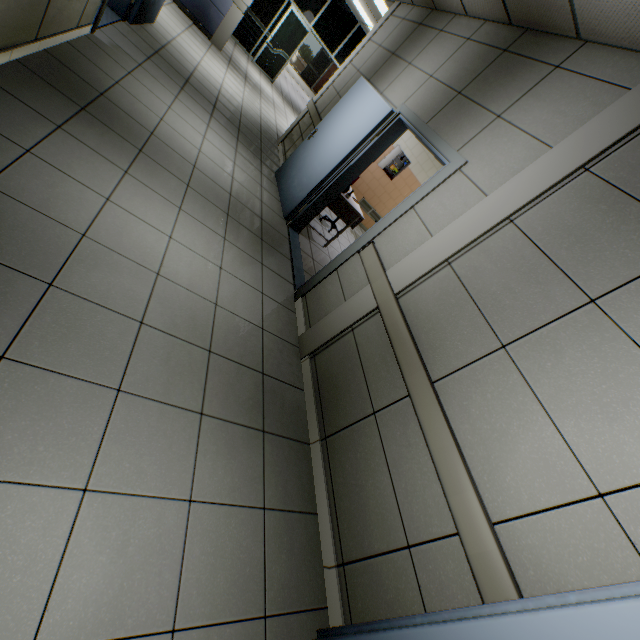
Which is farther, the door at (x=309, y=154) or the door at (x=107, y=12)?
the door at (x=107, y=12)

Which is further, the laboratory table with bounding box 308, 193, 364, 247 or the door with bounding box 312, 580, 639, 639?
the laboratory table with bounding box 308, 193, 364, 247

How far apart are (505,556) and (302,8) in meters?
14.0 m

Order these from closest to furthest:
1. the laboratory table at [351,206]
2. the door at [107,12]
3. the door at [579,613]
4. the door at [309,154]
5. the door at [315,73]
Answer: the door at [579,613] < the door at [309,154] < the door at [107,12] < the laboratory table at [351,206] < the door at [315,73]

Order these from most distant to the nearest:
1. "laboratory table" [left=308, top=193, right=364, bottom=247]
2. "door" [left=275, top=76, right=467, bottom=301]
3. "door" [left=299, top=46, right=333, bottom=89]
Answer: "door" [left=299, top=46, right=333, bottom=89] → "laboratory table" [left=308, top=193, right=364, bottom=247] → "door" [left=275, top=76, right=467, bottom=301]

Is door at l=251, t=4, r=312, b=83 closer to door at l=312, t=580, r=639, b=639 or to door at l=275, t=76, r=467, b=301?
door at l=275, t=76, r=467, b=301

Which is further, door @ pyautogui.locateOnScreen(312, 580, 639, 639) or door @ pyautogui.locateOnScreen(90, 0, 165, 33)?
door @ pyautogui.locateOnScreen(90, 0, 165, 33)

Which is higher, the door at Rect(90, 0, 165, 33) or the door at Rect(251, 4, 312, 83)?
the door at Rect(251, 4, 312, 83)
